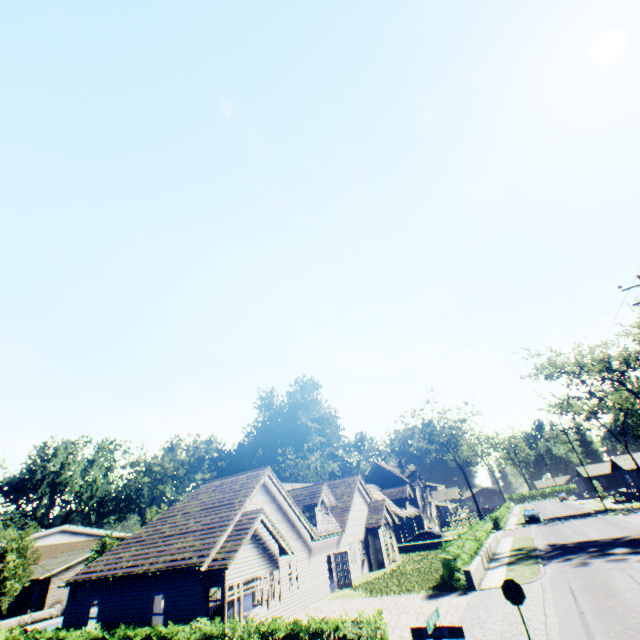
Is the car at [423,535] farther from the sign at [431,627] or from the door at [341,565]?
the sign at [431,627]

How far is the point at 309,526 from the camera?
22.5 meters

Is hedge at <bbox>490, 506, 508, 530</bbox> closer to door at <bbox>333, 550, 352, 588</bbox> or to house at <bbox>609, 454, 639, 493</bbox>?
house at <bbox>609, 454, 639, 493</bbox>

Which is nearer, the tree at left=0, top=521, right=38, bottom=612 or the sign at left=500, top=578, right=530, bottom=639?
the sign at left=500, top=578, right=530, bottom=639

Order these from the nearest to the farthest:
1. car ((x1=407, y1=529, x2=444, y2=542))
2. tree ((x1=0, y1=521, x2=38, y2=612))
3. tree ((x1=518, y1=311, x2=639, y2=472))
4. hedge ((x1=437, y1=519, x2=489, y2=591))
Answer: hedge ((x1=437, y1=519, x2=489, y2=591)) → tree ((x1=0, y1=521, x2=38, y2=612)) → tree ((x1=518, y1=311, x2=639, y2=472)) → car ((x1=407, y1=529, x2=444, y2=542))

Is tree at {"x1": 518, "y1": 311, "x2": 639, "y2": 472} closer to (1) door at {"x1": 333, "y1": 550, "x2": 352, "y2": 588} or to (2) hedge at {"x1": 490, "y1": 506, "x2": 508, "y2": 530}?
(2) hedge at {"x1": 490, "y1": 506, "x2": 508, "y2": 530}

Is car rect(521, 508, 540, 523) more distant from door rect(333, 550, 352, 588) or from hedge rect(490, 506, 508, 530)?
door rect(333, 550, 352, 588)

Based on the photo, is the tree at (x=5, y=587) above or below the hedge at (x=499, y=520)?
above
